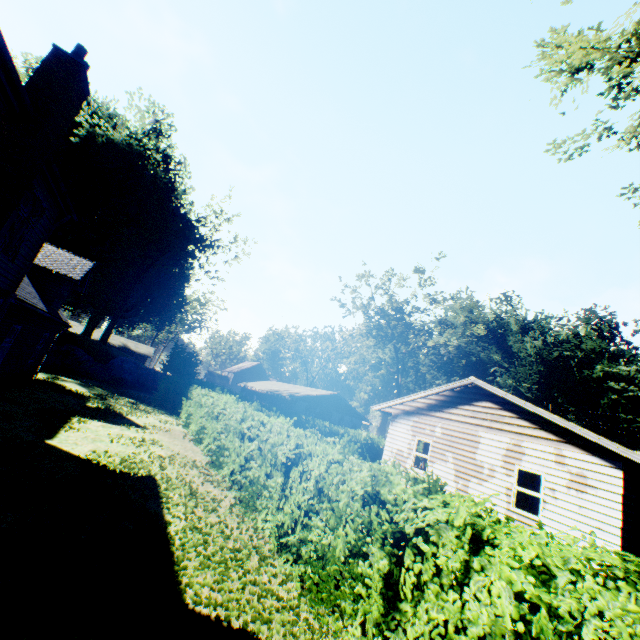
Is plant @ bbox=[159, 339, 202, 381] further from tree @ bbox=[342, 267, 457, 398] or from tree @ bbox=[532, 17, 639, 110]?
tree @ bbox=[342, 267, 457, 398]

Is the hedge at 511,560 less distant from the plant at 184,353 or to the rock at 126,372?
the rock at 126,372

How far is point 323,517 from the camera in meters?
6.0 m

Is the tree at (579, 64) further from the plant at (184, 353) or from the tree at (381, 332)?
the tree at (381, 332)

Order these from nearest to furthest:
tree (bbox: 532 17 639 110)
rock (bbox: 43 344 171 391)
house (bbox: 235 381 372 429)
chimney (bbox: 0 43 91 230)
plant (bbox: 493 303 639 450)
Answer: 1. tree (bbox: 532 17 639 110)
2. chimney (bbox: 0 43 91 230)
3. rock (bbox: 43 344 171 391)
4. house (bbox: 235 381 372 429)
5. plant (bbox: 493 303 639 450)

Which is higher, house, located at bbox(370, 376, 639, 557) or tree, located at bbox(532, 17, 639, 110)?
tree, located at bbox(532, 17, 639, 110)

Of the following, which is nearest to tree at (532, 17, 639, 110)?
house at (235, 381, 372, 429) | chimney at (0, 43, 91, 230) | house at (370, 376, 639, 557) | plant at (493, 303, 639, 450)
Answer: house at (370, 376, 639, 557)

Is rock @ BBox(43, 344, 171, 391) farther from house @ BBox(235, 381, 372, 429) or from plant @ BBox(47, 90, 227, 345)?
house @ BBox(235, 381, 372, 429)
